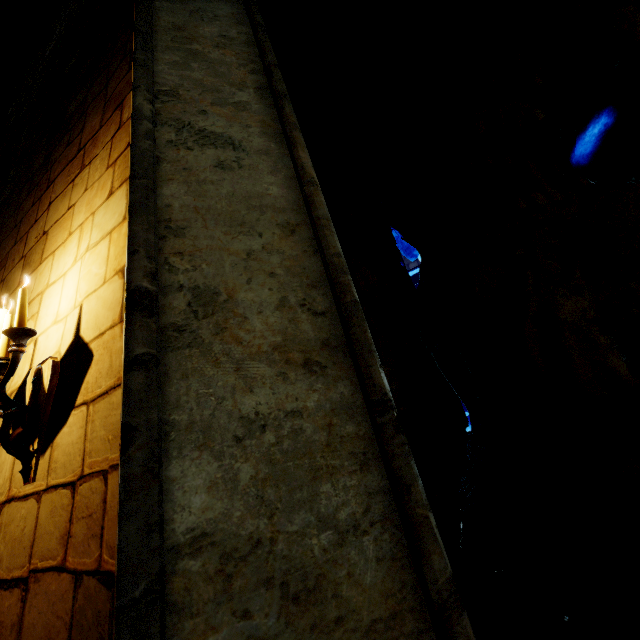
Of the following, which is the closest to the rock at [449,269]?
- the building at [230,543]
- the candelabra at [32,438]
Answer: the building at [230,543]

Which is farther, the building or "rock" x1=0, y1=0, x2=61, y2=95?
"rock" x1=0, y1=0, x2=61, y2=95

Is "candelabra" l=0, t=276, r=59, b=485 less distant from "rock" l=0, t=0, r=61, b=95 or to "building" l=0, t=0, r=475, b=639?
"building" l=0, t=0, r=475, b=639

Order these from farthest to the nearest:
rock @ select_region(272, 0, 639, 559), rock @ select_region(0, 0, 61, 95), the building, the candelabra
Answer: rock @ select_region(0, 0, 61, 95), rock @ select_region(272, 0, 639, 559), the candelabra, the building

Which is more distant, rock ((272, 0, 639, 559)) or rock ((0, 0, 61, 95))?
rock ((0, 0, 61, 95))

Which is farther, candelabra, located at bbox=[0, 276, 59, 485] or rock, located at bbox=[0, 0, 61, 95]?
rock, located at bbox=[0, 0, 61, 95]

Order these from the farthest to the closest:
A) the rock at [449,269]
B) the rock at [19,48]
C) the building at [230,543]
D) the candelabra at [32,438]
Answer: the rock at [19,48]
the rock at [449,269]
the candelabra at [32,438]
the building at [230,543]

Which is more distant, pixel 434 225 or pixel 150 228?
pixel 434 225
